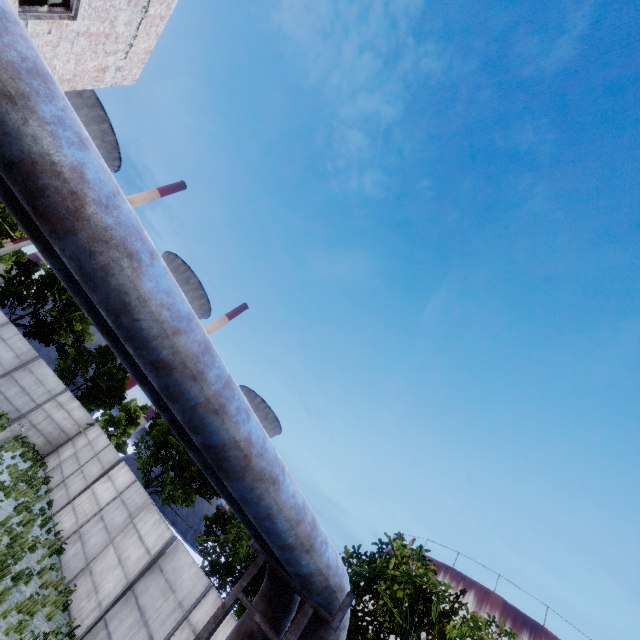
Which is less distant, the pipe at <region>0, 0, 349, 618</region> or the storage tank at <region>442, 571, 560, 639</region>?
the pipe at <region>0, 0, 349, 618</region>

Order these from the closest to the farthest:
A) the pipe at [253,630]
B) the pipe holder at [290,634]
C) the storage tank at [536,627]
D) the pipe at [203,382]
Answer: the pipe at [203,382] < the pipe holder at [290,634] < the pipe at [253,630] < the storage tank at [536,627]

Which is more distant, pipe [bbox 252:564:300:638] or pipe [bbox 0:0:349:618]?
pipe [bbox 252:564:300:638]

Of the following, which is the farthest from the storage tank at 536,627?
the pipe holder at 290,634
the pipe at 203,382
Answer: the pipe holder at 290,634

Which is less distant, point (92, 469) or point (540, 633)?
point (92, 469)

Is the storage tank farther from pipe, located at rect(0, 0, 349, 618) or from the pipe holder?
the pipe holder
